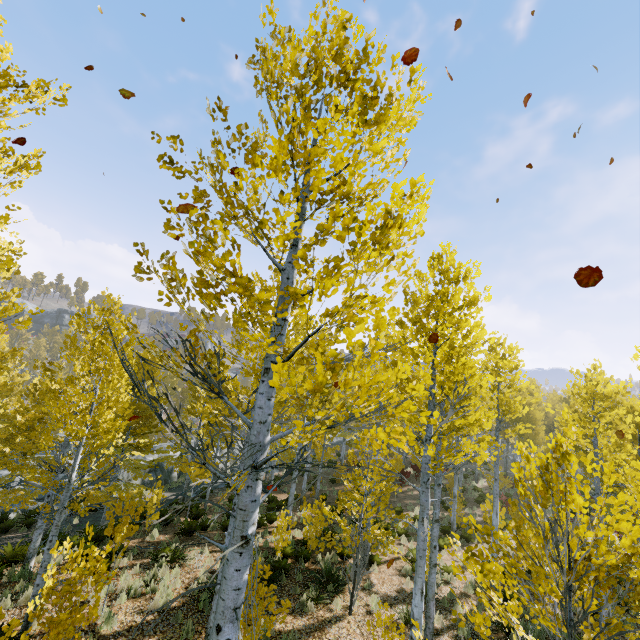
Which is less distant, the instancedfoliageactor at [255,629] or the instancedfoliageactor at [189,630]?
the instancedfoliageactor at [255,629]

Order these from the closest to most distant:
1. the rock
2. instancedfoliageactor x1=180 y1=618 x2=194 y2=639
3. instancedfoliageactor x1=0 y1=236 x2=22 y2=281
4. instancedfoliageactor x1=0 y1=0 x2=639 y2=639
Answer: instancedfoliageactor x1=0 y1=0 x2=639 y2=639
instancedfoliageactor x1=0 y1=236 x2=22 y2=281
instancedfoliageactor x1=180 y1=618 x2=194 y2=639
the rock

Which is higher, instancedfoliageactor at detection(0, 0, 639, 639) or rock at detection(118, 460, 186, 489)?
instancedfoliageactor at detection(0, 0, 639, 639)

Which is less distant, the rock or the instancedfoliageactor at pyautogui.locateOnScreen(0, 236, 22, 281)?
the instancedfoliageactor at pyautogui.locateOnScreen(0, 236, 22, 281)

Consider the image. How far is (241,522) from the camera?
2.8m

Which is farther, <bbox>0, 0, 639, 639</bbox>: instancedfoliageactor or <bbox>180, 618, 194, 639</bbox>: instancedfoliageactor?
<bbox>180, 618, 194, 639</bbox>: instancedfoliageactor

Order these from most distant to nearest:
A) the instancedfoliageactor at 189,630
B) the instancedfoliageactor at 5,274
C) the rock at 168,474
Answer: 1. the rock at 168,474
2. the instancedfoliageactor at 189,630
3. the instancedfoliageactor at 5,274
